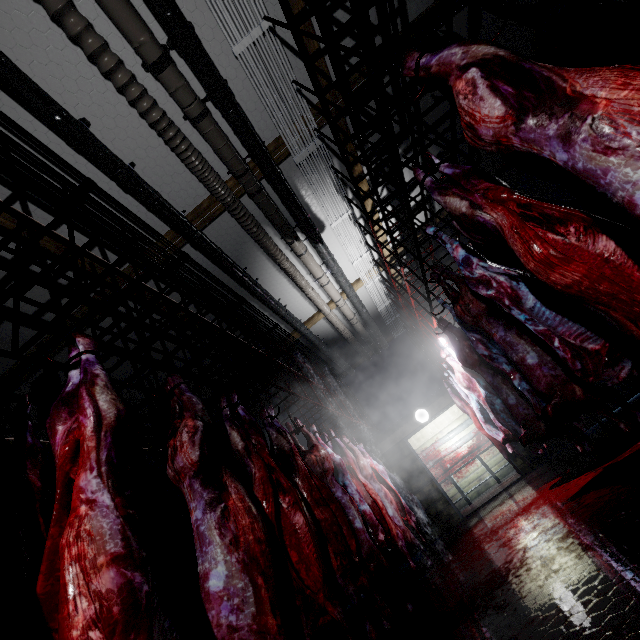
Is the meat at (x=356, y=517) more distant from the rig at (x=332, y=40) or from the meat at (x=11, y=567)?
the rig at (x=332, y=40)

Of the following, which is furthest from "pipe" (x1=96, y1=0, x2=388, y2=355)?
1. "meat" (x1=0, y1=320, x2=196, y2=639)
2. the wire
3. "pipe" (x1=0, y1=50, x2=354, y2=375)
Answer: "meat" (x1=0, y1=320, x2=196, y2=639)

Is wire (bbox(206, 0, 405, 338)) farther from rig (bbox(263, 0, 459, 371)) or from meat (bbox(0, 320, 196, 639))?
meat (bbox(0, 320, 196, 639))

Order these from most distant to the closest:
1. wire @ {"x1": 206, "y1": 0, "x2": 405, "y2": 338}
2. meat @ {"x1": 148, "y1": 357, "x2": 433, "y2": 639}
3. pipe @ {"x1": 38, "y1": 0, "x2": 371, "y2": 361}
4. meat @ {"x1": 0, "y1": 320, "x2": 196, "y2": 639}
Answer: wire @ {"x1": 206, "y1": 0, "x2": 405, "y2": 338}, pipe @ {"x1": 38, "y1": 0, "x2": 371, "y2": 361}, meat @ {"x1": 148, "y1": 357, "x2": 433, "y2": 639}, meat @ {"x1": 0, "y1": 320, "x2": 196, "y2": 639}

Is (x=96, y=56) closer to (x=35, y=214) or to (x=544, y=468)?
(x=35, y=214)

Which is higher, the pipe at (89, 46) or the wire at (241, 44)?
the wire at (241, 44)

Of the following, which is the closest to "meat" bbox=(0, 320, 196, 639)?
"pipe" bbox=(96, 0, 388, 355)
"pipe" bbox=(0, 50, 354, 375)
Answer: "pipe" bbox=(0, 50, 354, 375)

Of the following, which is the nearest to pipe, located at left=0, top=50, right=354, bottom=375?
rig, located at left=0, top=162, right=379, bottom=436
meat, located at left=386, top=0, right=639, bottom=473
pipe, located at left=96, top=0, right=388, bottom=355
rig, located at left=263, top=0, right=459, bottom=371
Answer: rig, located at left=0, top=162, right=379, bottom=436
